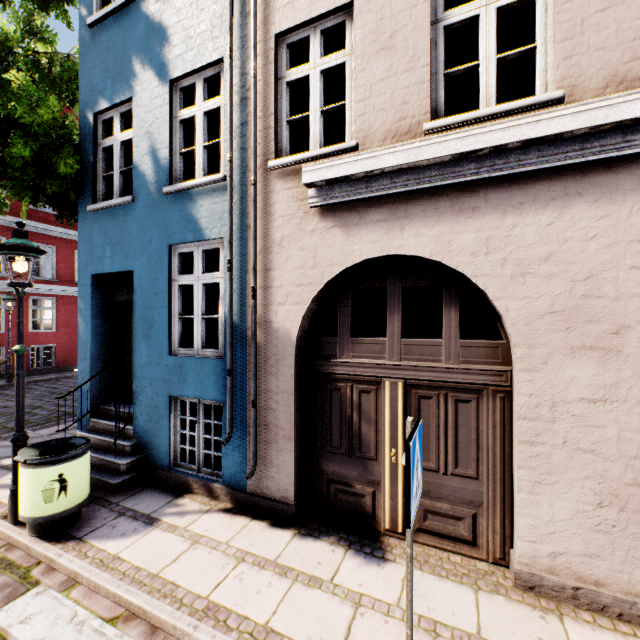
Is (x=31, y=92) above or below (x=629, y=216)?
above

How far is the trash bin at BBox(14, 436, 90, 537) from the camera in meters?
3.8 m

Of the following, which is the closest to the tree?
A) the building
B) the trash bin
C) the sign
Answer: the building

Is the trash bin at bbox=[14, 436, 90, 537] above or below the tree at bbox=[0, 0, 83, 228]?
below

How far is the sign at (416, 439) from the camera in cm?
179

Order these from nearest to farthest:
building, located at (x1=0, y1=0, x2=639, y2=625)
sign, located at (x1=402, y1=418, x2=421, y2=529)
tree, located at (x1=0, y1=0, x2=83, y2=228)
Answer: sign, located at (x1=402, y1=418, x2=421, y2=529) → building, located at (x1=0, y1=0, x2=639, y2=625) → tree, located at (x1=0, y1=0, x2=83, y2=228)

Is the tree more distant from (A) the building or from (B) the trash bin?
(B) the trash bin

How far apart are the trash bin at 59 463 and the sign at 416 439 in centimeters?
418cm
